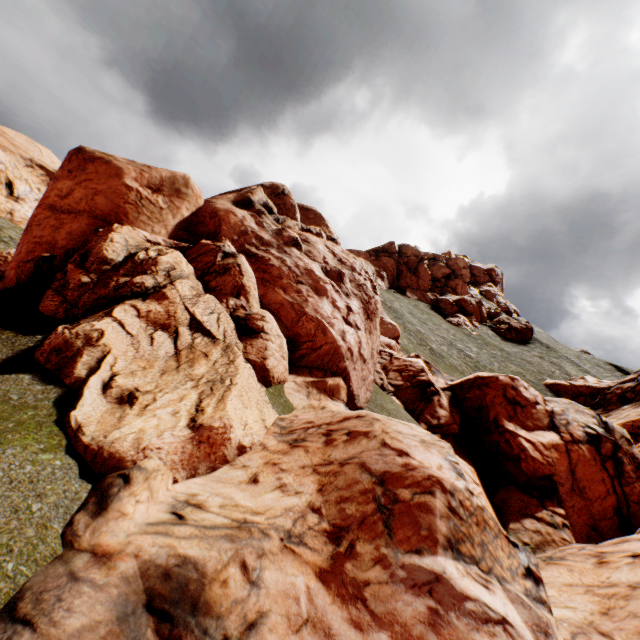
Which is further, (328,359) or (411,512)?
(328,359)
